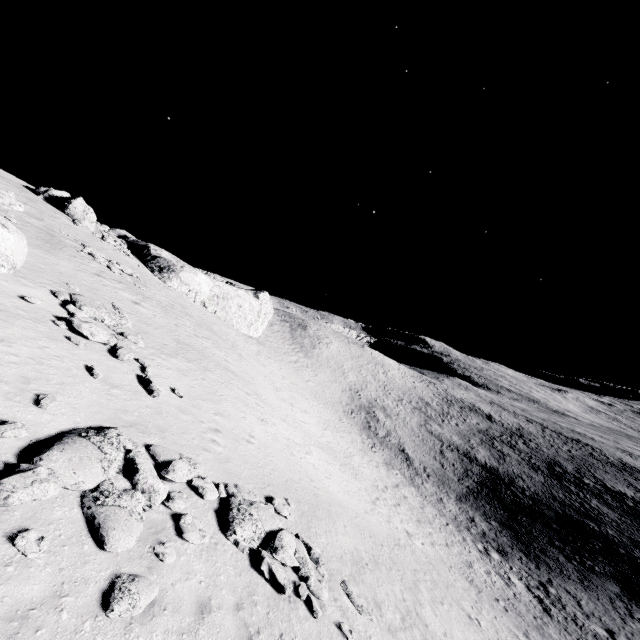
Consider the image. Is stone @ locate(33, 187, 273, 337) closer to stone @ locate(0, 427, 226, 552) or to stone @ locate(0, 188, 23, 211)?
stone @ locate(0, 188, 23, 211)

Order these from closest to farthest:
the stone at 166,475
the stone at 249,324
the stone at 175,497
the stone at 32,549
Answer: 1. the stone at 32,549
2. the stone at 166,475
3. the stone at 175,497
4. the stone at 249,324

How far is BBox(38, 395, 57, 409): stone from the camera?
8.5 meters

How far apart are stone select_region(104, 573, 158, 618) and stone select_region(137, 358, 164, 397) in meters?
7.9 m

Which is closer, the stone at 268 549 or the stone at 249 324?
the stone at 268 549

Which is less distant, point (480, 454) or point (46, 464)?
point (46, 464)

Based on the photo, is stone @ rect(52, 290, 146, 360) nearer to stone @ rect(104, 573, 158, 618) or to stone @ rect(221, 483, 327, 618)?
stone @ rect(221, 483, 327, 618)

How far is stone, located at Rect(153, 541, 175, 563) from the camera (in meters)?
6.98
